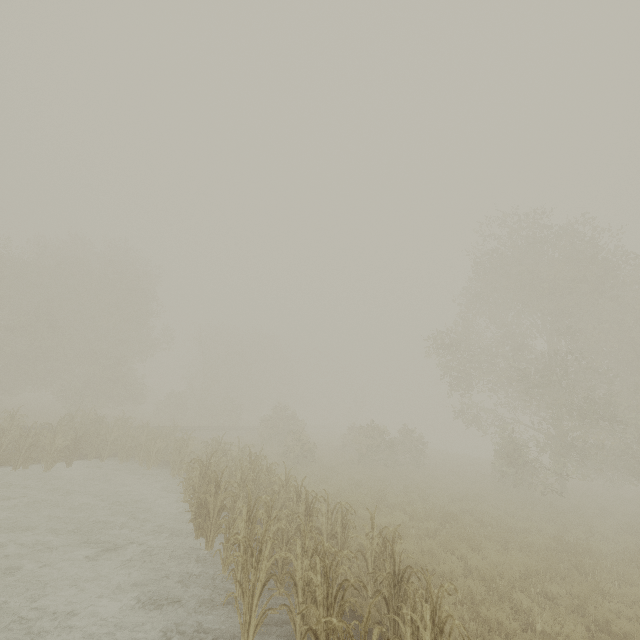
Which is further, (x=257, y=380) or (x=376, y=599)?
(x=257, y=380)
